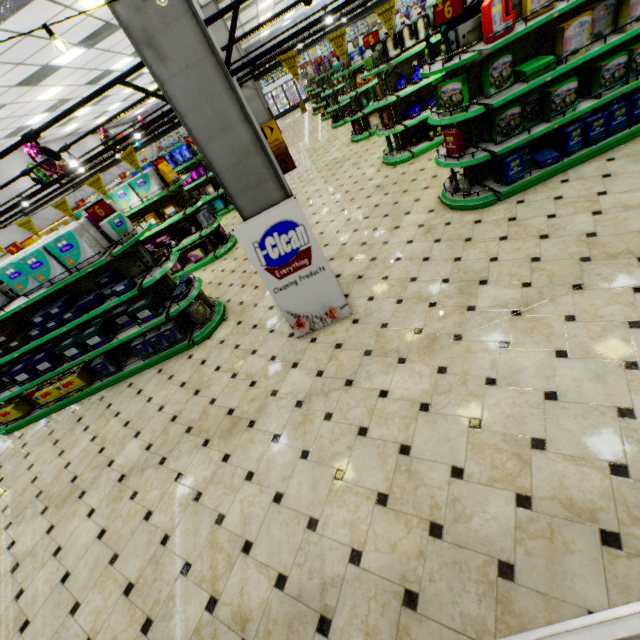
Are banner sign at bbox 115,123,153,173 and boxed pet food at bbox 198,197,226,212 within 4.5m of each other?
no

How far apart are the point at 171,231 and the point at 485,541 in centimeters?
848cm

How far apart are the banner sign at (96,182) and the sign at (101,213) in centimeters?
76cm

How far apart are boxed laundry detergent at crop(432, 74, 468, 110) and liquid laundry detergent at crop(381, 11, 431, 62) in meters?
3.1

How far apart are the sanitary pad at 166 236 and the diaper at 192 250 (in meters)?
0.24

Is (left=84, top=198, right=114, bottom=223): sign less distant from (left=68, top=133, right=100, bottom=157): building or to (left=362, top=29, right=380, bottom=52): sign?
(left=68, top=133, right=100, bottom=157): building

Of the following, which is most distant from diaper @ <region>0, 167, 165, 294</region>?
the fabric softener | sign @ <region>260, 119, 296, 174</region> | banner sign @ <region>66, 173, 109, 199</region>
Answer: sign @ <region>260, 119, 296, 174</region>

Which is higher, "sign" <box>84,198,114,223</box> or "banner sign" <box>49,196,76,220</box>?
"banner sign" <box>49,196,76,220</box>
